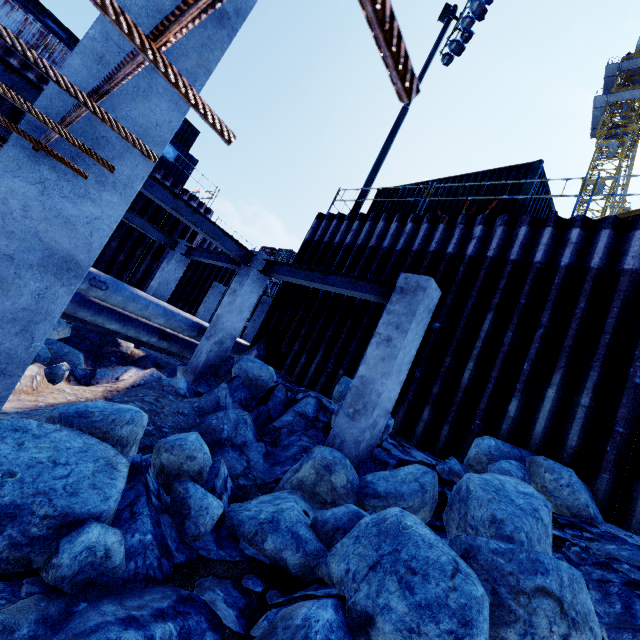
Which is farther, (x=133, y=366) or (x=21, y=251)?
(x=133, y=366)

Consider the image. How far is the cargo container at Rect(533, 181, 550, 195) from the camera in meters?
9.4 m

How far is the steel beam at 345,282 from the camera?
6.47m

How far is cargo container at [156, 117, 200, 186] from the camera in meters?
17.6

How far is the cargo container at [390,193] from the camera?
12.0 meters

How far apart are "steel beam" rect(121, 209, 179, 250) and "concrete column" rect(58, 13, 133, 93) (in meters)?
9.53

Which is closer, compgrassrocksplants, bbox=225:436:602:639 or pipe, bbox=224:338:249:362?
compgrassrocksplants, bbox=225:436:602:639

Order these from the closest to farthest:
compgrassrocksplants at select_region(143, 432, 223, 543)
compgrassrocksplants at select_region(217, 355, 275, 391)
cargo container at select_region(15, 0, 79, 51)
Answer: compgrassrocksplants at select_region(143, 432, 223, 543) → compgrassrocksplants at select_region(217, 355, 275, 391) → cargo container at select_region(15, 0, 79, 51)
